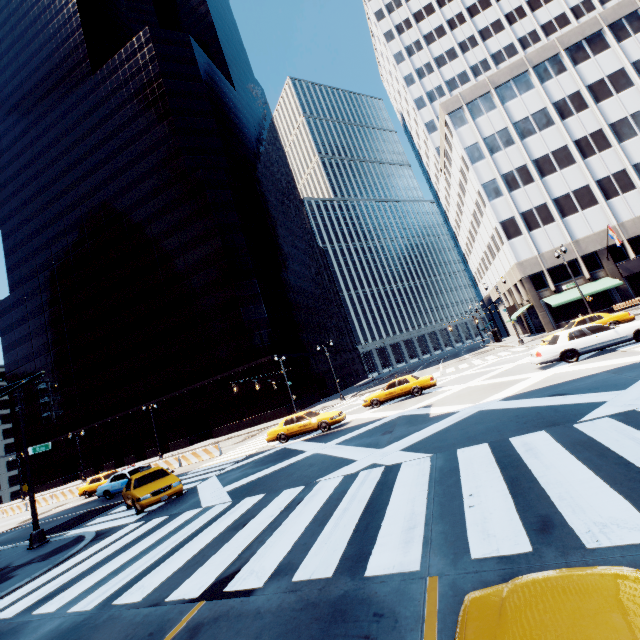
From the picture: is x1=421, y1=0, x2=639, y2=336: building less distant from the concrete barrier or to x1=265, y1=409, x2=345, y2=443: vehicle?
x1=265, y1=409, x2=345, y2=443: vehicle

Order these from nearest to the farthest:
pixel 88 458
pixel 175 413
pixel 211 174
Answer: pixel 175 413, pixel 211 174, pixel 88 458

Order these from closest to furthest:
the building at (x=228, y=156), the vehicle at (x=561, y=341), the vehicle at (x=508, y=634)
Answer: the vehicle at (x=508, y=634) < the vehicle at (x=561, y=341) < the building at (x=228, y=156)

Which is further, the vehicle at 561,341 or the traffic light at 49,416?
the vehicle at 561,341

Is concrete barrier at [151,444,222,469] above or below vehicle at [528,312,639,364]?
below

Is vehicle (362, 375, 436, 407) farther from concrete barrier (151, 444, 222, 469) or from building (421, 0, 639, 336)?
building (421, 0, 639, 336)

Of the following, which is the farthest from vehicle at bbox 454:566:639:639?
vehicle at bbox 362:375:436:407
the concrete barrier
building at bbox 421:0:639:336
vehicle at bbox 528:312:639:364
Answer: building at bbox 421:0:639:336

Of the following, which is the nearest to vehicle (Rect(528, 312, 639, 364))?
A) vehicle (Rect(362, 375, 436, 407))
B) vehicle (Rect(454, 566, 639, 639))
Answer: vehicle (Rect(362, 375, 436, 407))
